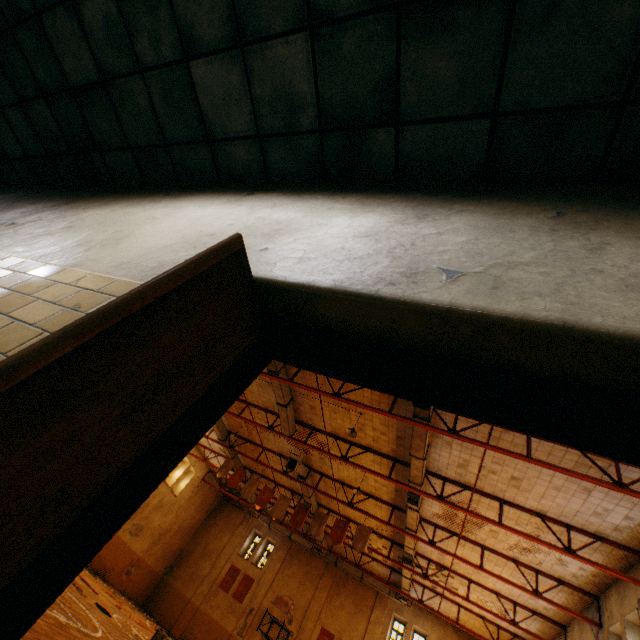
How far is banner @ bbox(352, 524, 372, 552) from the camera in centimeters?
1455cm

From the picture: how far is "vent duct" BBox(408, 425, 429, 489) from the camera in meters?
10.8 m

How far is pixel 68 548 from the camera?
0.9 meters

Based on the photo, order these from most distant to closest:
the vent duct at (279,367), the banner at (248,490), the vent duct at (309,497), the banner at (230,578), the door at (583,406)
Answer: the banner at (230,578) → the vent duct at (309,497) → the banner at (248,490) → the vent duct at (279,367) → the door at (583,406)

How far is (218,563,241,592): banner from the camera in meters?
23.8 m

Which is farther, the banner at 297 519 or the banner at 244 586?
the banner at 244 586

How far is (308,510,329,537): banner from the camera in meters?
Answer: 15.3 m

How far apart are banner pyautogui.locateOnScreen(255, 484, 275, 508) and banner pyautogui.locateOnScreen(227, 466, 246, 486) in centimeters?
139cm
